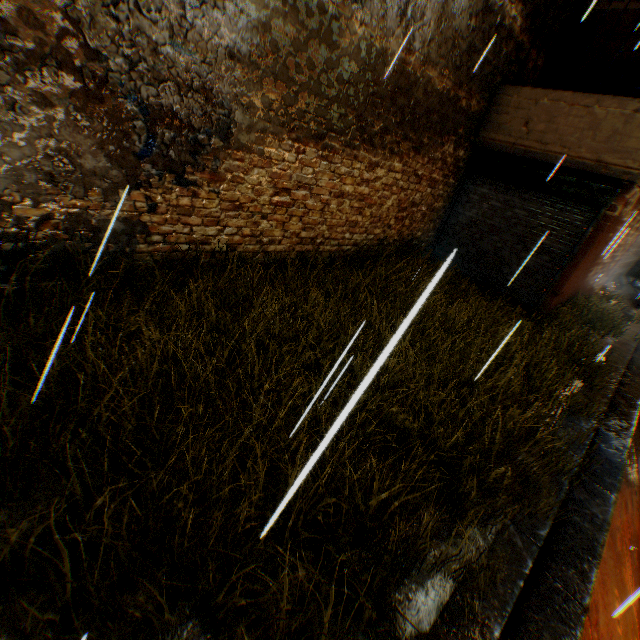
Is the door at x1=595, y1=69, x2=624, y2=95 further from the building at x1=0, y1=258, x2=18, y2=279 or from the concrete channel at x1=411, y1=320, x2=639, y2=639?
the concrete channel at x1=411, y1=320, x2=639, y2=639

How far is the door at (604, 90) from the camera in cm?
802

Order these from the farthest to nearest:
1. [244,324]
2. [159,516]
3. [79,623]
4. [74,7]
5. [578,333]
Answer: [578,333] → [244,324] → [74,7] → [159,516] → [79,623]

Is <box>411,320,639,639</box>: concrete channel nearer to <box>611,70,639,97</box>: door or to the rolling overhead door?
the rolling overhead door

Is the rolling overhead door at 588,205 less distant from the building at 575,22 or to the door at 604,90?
the building at 575,22

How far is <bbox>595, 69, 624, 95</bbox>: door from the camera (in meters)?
8.02

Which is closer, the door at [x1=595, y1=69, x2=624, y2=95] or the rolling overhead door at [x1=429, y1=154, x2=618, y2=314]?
the rolling overhead door at [x1=429, y1=154, x2=618, y2=314]

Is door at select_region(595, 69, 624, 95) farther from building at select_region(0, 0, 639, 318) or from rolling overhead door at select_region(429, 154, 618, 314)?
rolling overhead door at select_region(429, 154, 618, 314)
